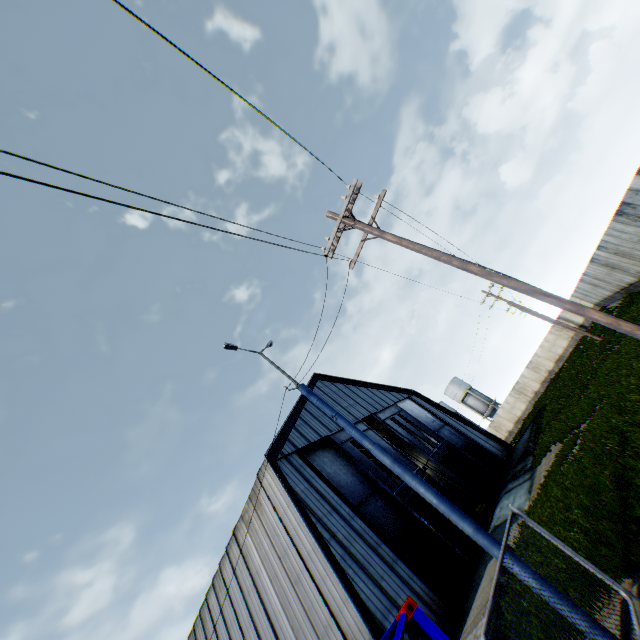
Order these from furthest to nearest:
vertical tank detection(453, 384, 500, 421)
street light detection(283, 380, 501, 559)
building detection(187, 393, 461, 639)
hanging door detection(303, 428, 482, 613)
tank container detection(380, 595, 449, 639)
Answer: vertical tank detection(453, 384, 500, 421), hanging door detection(303, 428, 482, 613), building detection(187, 393, 461, 639), street light detection(283, 380, 501, 559), tank container detection(380, 595, 449, 639)

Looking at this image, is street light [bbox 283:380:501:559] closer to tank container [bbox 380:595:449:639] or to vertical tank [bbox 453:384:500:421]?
tank container [bbox 380:595:449:639]

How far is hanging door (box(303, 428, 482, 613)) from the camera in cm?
1619

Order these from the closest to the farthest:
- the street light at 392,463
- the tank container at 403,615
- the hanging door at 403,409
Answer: the tank container at 403,615
the street light at 392,463
the hanging door at 403,409

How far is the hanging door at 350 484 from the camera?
16.2 meters

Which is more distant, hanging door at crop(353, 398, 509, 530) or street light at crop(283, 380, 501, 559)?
hanging door at crop(353, 398, 509, 530)

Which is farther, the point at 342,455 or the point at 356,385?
the point at 356,385

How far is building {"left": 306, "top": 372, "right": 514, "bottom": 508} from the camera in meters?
28.0
